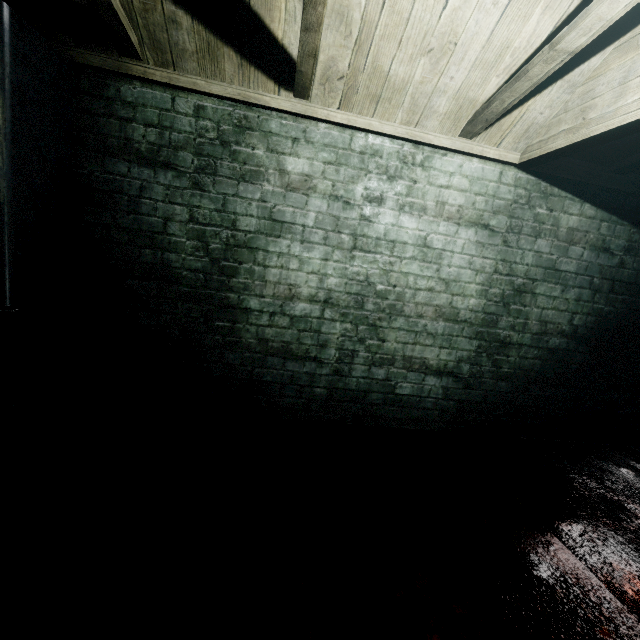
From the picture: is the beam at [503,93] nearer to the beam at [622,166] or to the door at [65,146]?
the beam at [622,166]

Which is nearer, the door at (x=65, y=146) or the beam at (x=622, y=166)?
the door at (x=65, y=146)

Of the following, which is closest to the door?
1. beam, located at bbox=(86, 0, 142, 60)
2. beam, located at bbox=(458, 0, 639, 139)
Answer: beam, located at bbox=(86, 0, 142, 60)

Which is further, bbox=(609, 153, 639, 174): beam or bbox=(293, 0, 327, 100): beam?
bbox=(609, 153, 639, 174): beam

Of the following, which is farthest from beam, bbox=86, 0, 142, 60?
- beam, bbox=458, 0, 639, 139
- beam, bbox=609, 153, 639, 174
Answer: beam, bbox=609, 153, 639, 174

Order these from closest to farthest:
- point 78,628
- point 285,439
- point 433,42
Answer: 1. point 78,628
2. point 433,42
3. point 285,439

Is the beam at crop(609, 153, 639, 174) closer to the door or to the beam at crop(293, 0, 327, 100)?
the beam at crop(293, 0, 327, 100)
